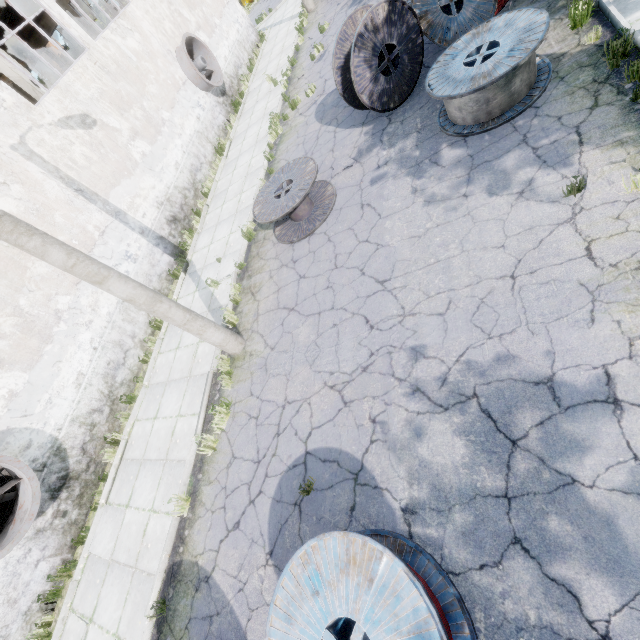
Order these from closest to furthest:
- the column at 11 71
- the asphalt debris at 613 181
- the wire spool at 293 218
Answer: the asphalt debris at 613 181
the wire spool at 293 218
the column at 11 71

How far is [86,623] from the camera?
6.4 meters

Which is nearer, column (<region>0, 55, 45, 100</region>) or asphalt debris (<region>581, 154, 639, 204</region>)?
asphalt debris (<region>581, 154, 639, 204</region>)

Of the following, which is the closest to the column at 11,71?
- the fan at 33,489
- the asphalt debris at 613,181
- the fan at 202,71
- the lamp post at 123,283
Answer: the fan at 202,71

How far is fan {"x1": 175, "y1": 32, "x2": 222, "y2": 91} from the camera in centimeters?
1412cm

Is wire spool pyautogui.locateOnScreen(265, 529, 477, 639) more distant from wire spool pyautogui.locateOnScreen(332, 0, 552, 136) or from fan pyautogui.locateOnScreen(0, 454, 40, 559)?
wire spool pyautogui.locateOnScreen(332, 0, 552, 136)

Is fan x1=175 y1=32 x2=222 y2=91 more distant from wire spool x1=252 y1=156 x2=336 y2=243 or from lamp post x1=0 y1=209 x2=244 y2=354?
lamp post x1=0 y1=209 x2=244 y2=354

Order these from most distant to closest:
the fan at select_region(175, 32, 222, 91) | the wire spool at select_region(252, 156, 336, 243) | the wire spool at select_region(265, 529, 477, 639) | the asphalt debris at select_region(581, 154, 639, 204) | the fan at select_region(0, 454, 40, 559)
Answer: the fan at select_region(175, 32, 222, 91), the wire spool at select_region(252, 156, 336, 243), the fan at select_region(0, 454, 40, 559), the asphalt debris at select_region(581, 154, 639, 204), the wire spool at select_region(265, 529, 477, 639)
